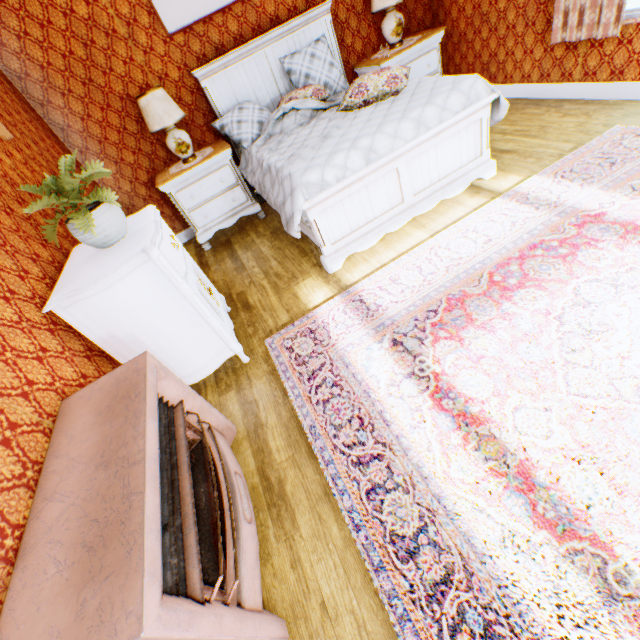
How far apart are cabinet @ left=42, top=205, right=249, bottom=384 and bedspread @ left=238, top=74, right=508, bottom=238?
0.9m

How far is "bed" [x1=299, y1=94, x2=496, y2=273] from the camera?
2.78m

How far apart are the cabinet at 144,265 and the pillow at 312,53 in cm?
233

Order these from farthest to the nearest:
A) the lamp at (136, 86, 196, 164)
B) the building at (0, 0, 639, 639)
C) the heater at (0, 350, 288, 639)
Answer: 1. the lamp at (136, 86, 196, 164)
2. the building at (0, 0, 639, 639)
3. the heater at (0, 350, 288, 639)

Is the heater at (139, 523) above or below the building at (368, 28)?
below

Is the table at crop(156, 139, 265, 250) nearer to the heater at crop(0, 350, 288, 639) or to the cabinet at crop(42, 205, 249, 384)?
the cabinet at crop(42, 205, 249, 384)

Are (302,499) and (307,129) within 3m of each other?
no

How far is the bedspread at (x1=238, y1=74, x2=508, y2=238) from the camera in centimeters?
269cm
